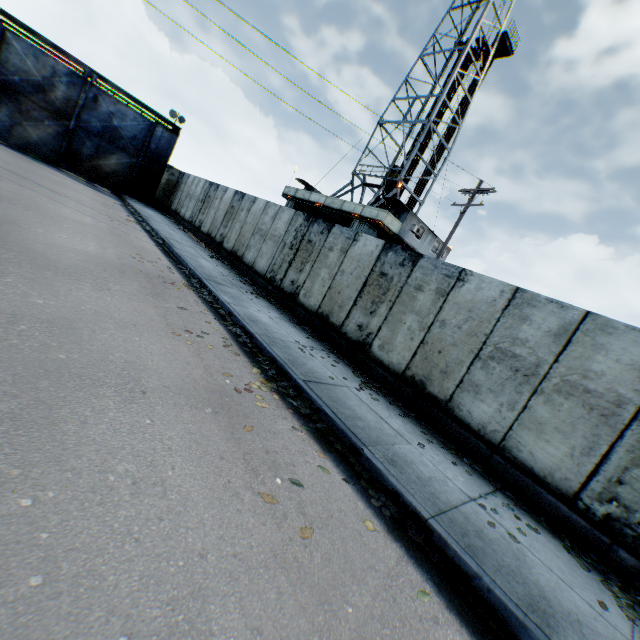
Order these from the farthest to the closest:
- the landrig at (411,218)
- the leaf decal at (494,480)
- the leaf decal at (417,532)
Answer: the landrig at (411,218)
the leaf decal at (494,480)
the leaf decal at (417,532)

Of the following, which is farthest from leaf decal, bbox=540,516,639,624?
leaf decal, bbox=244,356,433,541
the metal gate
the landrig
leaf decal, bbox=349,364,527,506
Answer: the metal gate

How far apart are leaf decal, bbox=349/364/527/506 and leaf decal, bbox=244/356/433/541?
1.9m

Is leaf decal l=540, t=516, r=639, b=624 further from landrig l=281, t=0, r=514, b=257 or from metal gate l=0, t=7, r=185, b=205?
metal gate l=0, t=7, r=185, b=205

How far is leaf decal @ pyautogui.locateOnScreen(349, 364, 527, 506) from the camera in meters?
Answer: 5.6

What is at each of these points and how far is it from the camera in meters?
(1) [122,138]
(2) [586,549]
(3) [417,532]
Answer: (1) metal gate, 21.8 m
(2) leaf decal, 4.8 m
(3) leaf decal, 3.7 m

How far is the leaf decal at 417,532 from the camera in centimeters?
373cm

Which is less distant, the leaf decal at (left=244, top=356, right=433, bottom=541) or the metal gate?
the leaf decal at (left=244, top=356, right=433, bottom=541)
